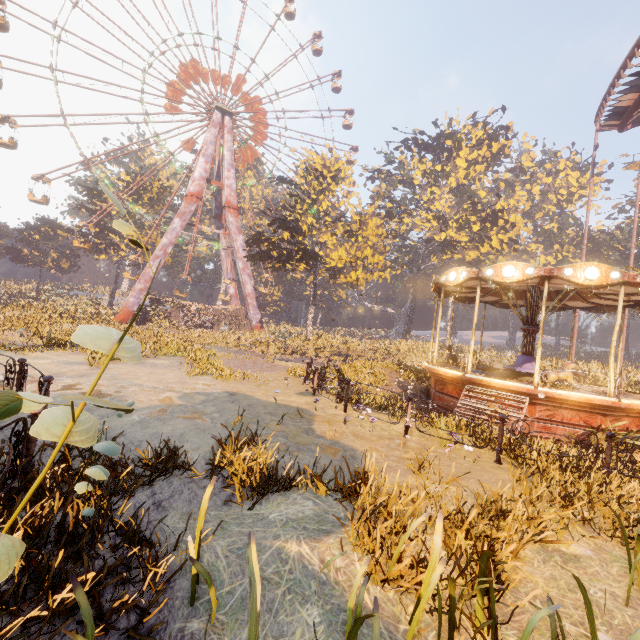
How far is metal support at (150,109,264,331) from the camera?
35.25m

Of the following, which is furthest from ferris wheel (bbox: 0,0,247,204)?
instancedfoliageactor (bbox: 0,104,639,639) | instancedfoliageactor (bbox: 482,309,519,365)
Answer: instancedfoliageactor (bbox: 482,309,519,365)

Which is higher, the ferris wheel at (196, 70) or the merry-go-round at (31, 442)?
the ferris wheel at (196, 70)

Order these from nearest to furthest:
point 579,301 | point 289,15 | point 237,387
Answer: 1. point 237,387
2. point 579,301
3. point 289,15

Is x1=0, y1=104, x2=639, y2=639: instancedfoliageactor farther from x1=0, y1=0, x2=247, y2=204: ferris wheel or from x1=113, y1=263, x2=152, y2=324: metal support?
x1=113, y1=263, x2=152, y2=324: metal support

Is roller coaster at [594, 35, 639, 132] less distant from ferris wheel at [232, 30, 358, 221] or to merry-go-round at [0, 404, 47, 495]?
merry-go-round at [0, 404, 47, 495]

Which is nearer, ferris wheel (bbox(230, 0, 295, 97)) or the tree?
the tree

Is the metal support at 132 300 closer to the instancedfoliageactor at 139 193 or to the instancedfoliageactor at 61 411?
the instancedfoliageactor at 139 193
